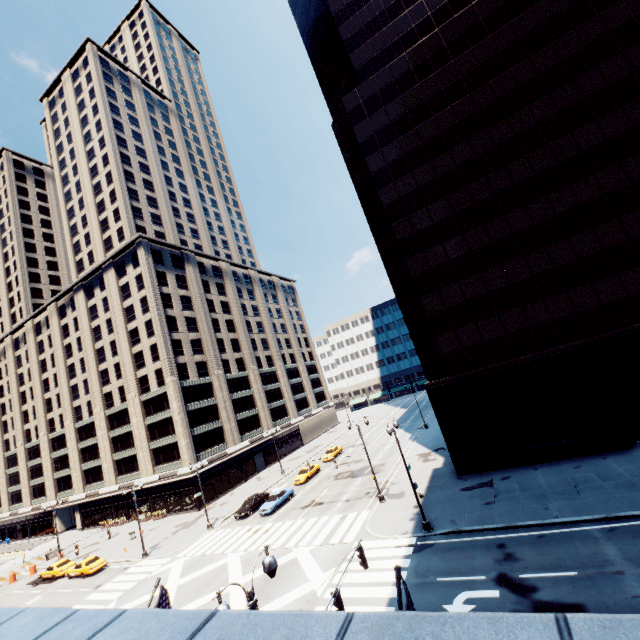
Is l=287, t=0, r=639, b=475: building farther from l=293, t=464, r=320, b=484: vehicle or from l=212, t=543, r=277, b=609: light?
l=293, t=464, r=320, b=484: vehicle

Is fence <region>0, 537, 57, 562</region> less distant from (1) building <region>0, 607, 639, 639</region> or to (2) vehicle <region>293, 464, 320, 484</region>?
(2) vehicle <region>293, 464, 320, 484</region>

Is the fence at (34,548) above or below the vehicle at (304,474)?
above

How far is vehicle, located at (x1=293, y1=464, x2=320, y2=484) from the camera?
42.5 meters

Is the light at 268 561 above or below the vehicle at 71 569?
above

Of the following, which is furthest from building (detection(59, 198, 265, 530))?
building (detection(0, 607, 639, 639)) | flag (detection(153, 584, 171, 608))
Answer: building (detection(0, 607, 639, 639))

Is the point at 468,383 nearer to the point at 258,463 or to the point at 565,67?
the point at 565,67

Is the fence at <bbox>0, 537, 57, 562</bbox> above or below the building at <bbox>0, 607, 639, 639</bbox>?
below
